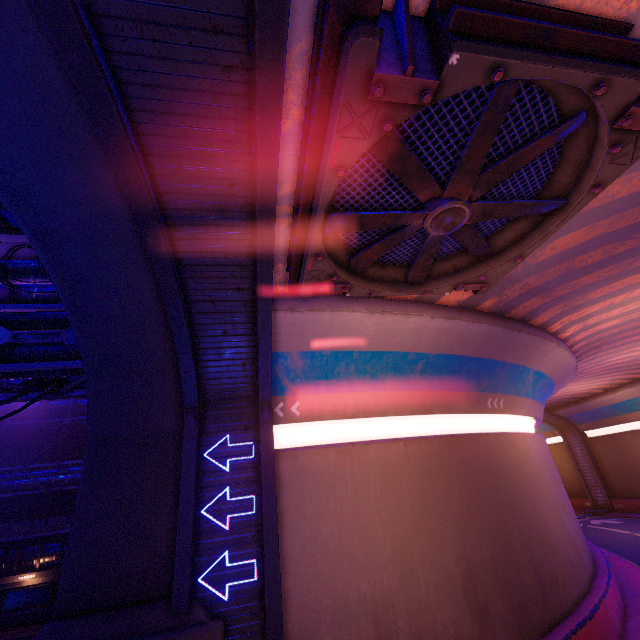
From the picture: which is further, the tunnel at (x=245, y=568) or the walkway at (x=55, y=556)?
the walkway at (x=55, y=556)

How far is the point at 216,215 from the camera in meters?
6.3

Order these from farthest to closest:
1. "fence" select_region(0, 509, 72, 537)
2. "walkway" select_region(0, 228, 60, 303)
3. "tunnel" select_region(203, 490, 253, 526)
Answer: "fence" select_region(0, 509, 72, 537)
"walkway" select_region(0, 228, 60, 303)
"tunnel" select_region(203, 490, 253, 526)

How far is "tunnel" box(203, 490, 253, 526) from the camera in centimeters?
850cm

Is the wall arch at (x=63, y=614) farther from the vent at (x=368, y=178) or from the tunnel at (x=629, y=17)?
the vent at (x=368, y=178)

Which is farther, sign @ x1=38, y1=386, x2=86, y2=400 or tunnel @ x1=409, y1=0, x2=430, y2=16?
sign @ x1=38, y1=386, x2=86, y2=400

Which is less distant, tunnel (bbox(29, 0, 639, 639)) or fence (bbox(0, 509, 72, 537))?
tunnel (bbox(29, 0, 639, 639))

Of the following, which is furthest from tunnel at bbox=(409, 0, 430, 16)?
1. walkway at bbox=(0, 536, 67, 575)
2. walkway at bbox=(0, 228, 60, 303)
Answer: walkway at bbox=(0, 536, 67, 575)
